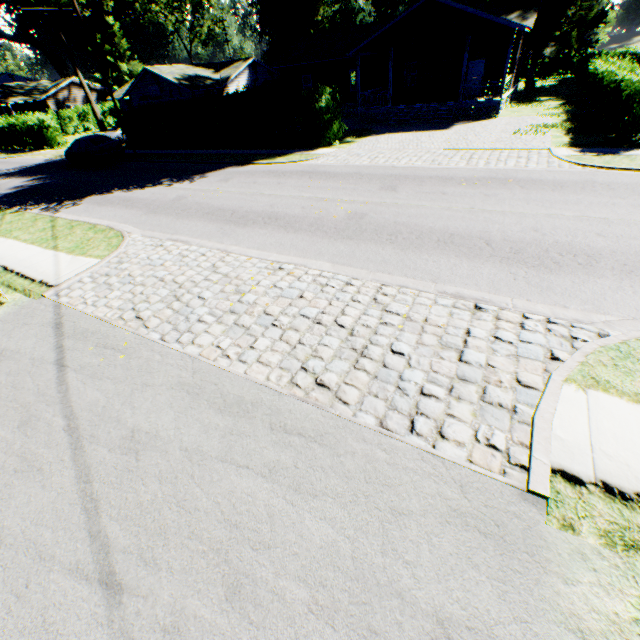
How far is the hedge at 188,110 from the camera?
18.0m

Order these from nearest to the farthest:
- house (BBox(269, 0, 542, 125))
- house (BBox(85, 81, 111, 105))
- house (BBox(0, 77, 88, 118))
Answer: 1. house (BBox(269, 0, 542, 125))
2. house (BBox(0, 77, 88, 118))
3. house (BBox(85, 81, 111, 105))

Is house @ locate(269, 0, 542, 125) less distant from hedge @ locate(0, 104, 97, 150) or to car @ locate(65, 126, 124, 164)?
car @ locate(65, 126, 124, 164)

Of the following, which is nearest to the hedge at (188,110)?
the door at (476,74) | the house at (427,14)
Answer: the house at (427,14)

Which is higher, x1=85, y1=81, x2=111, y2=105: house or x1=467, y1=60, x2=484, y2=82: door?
x1=85, y1=81, x2=111, y2=105: house

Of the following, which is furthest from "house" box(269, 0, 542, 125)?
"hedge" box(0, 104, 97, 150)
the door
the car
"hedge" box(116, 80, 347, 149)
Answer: "hedge" box(0, 104, 97, 150)

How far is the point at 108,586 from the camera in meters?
3.0

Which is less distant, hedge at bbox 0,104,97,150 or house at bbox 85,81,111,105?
hedge at bbox 0,104,97,150
